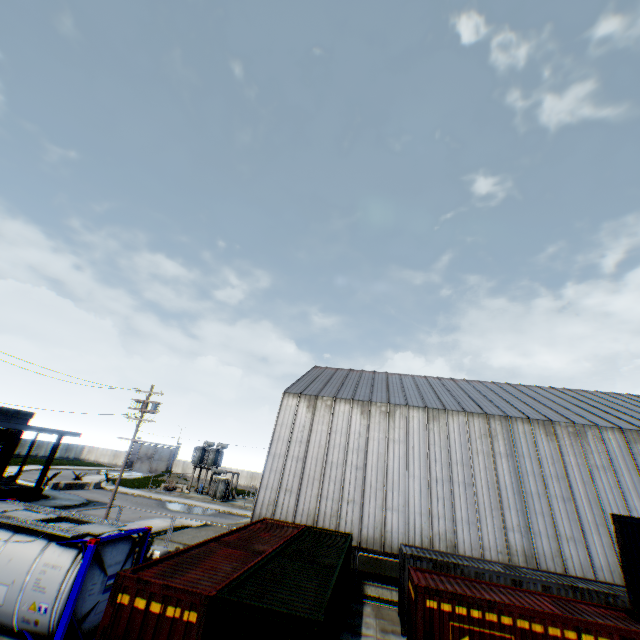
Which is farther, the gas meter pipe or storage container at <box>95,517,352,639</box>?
the gas meter pipe

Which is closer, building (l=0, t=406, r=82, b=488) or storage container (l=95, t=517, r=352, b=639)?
storage container (l=95, t=517, r=352, b=639)

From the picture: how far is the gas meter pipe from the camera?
15.1 meters

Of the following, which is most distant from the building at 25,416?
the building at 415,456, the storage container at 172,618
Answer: the storage container at 172,618

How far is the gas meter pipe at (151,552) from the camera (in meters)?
15.14

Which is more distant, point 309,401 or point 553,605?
point 309,401

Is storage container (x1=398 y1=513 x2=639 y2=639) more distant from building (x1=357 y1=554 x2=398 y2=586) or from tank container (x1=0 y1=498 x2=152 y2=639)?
tank container (x1=0 y1=498 x2=152 y2=639)

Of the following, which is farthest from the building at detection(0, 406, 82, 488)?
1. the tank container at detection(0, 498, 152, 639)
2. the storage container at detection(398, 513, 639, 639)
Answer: the storage container at detection(398, 513, 639, 639)
